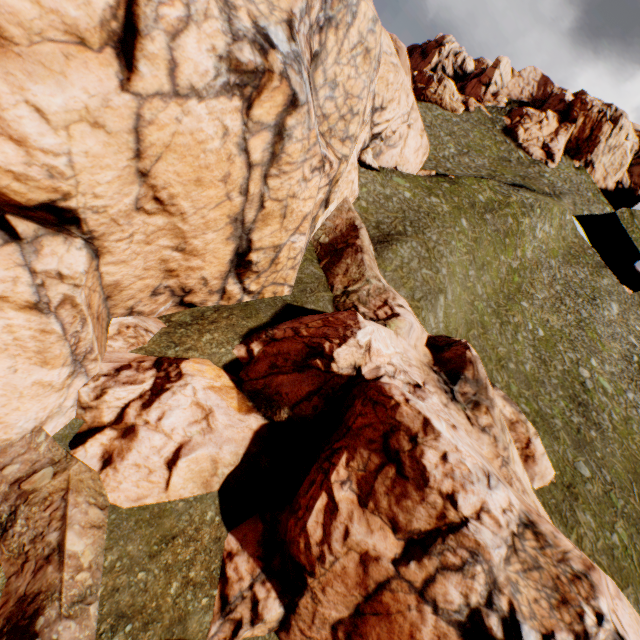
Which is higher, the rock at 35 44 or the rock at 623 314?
the rock at 623 314

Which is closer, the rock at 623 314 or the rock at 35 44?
the rock at 35 44

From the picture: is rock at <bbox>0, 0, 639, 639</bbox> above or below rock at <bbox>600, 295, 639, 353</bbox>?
below

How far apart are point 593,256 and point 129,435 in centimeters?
6401cm

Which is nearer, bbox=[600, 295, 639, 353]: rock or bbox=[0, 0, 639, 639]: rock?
bbox=[0, 0, 639, 639]: rock
